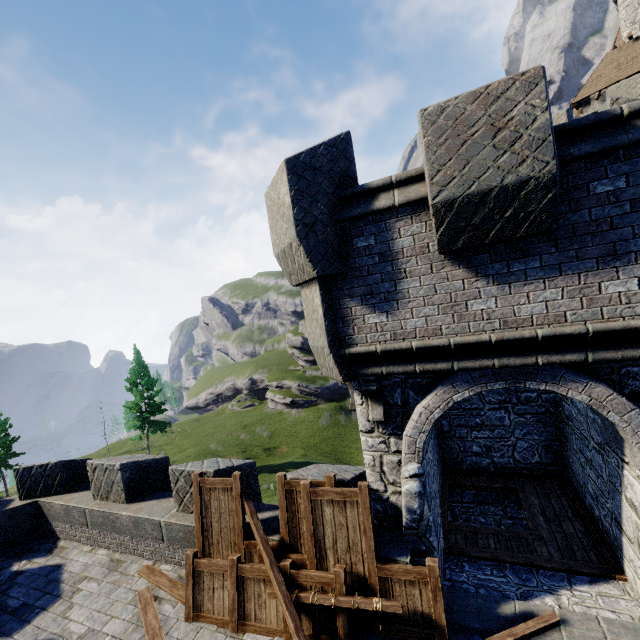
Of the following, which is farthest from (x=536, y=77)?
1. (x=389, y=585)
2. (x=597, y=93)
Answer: (x=597, y=93)

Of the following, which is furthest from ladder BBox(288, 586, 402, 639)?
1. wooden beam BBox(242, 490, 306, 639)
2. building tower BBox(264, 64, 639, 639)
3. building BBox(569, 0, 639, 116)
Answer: building BBox(569, 0, 639, 116)

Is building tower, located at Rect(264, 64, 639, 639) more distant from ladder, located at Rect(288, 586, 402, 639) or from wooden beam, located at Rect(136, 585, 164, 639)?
wooden beam, located at Rect(136, 585, 164, 639)

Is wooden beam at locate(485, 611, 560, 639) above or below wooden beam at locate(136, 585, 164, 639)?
above

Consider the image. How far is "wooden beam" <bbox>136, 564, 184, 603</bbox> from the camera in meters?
6.3

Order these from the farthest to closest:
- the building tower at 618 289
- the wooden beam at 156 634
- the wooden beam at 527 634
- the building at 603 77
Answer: the building at 603 77 < the wooden beam at 156 634 < the wooden beam at 527 634 < the building tower at 618 289

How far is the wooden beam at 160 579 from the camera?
6.3m

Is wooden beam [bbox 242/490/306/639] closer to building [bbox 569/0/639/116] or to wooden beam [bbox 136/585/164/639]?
wooden beam [bbox 136/585/164/639]
